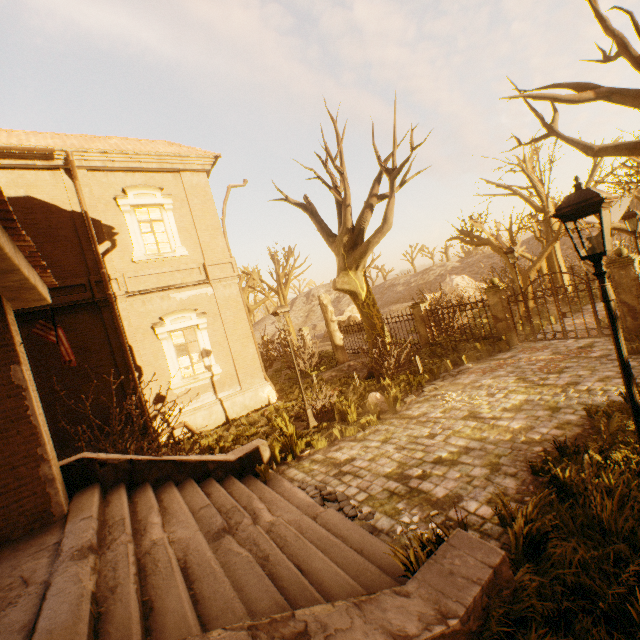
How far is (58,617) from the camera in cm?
273

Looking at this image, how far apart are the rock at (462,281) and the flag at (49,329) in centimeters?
2676cm

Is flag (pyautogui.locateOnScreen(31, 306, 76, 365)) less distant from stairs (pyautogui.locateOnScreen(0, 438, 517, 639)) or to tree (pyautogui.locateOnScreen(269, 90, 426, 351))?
stairs (pyautogui.locateOnScreen(0, 438, 517, 639))

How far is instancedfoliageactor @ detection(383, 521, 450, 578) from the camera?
3.3 meters

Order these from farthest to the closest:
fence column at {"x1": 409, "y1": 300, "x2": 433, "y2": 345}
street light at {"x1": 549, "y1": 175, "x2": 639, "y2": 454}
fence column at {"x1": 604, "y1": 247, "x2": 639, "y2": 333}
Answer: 1. fence column at {"x1": 409, "y1": 300, "x2": 433, "y2": 345}
2. fence column at {"x1": 604, "y1": 247, "x2": 639, "y2": 333}
3. street light at {"x1": 549, "y1": 175, "x2": 639, "y2": 454}

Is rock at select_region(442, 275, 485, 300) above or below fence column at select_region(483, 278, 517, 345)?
above

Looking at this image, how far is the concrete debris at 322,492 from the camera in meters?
5.3 m

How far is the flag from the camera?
5.3m
